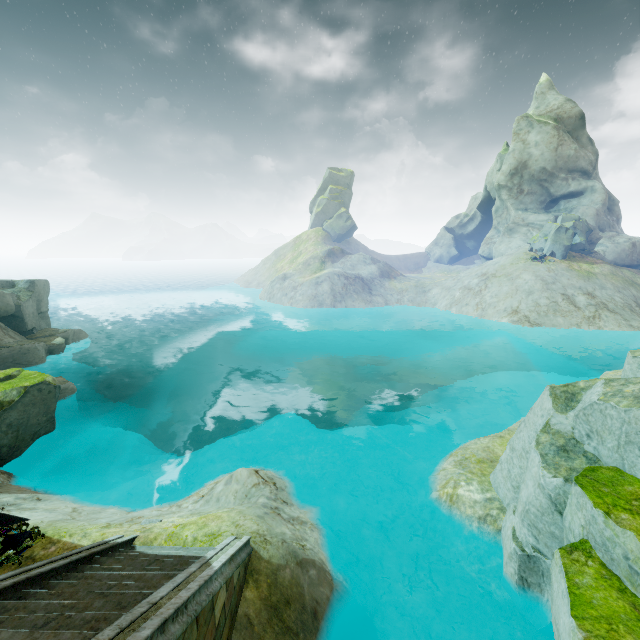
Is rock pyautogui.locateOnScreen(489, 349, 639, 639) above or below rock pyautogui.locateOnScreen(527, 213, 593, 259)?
below

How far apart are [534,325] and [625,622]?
32.8m

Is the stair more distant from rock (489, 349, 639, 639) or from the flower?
rock (489, 349, 639, 639)

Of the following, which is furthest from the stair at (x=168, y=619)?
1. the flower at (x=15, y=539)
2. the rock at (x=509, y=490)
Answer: the rock at (x=509, y=490)

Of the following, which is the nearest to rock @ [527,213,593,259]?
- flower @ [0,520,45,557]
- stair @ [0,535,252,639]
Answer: stair @ [0,535,252,639]

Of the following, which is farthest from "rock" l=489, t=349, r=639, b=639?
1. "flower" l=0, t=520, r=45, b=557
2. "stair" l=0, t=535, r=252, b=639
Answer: "flower" l=0, t=520, r=45, b=557

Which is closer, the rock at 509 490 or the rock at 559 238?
the rock at 509 490

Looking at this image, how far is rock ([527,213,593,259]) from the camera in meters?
38.4
